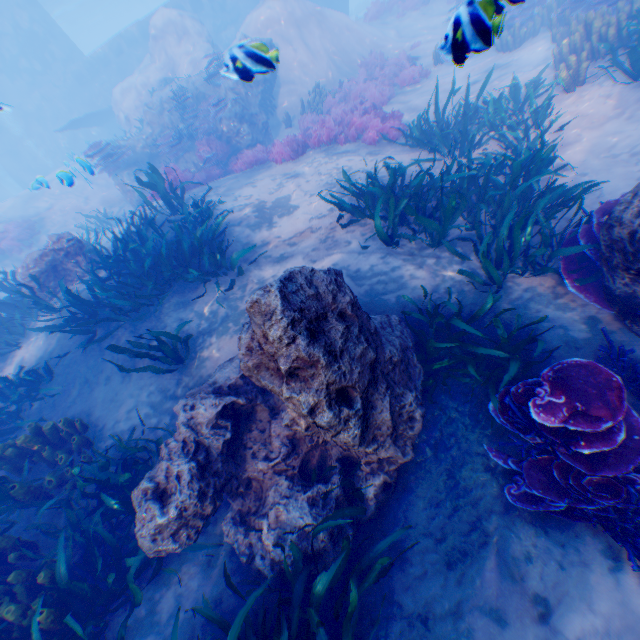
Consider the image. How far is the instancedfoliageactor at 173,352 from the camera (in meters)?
4.82

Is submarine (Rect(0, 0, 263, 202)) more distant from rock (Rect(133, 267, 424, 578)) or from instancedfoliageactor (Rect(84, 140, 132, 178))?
instancedfoliageactor (Rect(84, 140, 132, 178))

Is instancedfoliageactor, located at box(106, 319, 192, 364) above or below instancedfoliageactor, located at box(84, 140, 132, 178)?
below

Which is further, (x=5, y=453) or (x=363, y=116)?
(x=363, y=116)

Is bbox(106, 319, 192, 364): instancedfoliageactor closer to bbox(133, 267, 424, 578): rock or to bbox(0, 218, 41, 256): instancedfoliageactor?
bbox(133, 267, 424, 578): rock

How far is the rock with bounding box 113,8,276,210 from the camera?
12.4m

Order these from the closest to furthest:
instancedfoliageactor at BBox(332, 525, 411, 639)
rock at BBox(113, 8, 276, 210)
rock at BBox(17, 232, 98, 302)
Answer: instancedfoliageactor at BBox(332, 525, 411, 639) → rock at BBox(17, 232, 98, 302) → rock at BBox(113, 8, 276, 210)

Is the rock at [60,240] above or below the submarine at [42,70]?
A: below
